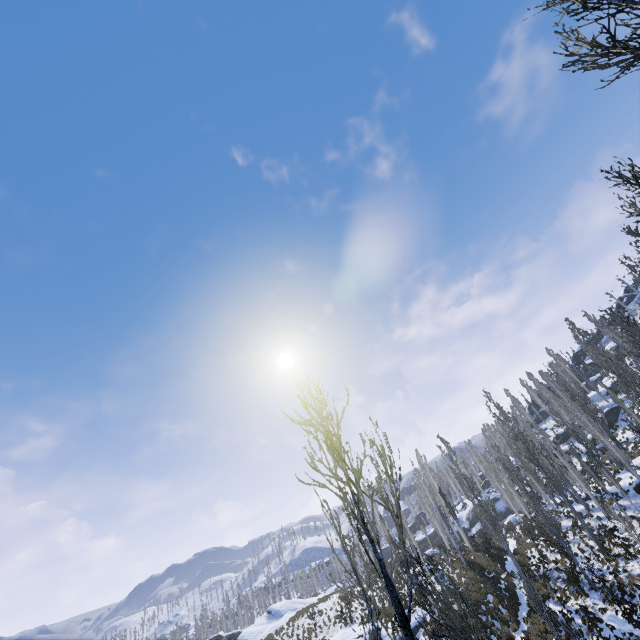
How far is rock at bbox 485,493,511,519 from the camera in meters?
48.9

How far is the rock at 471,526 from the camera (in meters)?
51.19

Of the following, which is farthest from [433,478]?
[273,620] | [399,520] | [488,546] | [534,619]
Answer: [273,620]

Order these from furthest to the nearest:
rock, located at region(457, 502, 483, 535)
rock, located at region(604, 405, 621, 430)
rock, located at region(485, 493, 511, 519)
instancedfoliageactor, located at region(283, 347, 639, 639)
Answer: rock, located at region(457, 502, 483, 535), rock, located at region(485, 493, 511, 519), rock, located at region(604, 405, 621, 430), instancedfoliageactor, located at region(283, 347, 639, 639)

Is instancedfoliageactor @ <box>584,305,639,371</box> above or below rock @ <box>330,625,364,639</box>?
above

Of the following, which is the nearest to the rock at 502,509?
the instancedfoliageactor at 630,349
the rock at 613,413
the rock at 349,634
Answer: the instancedfoliageactor at 630,349

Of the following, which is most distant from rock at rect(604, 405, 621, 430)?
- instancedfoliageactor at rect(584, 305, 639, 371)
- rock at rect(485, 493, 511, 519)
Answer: rock at rect(485, 493, 511, 519)

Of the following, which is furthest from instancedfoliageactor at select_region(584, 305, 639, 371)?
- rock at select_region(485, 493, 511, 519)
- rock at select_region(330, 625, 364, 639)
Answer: rock at select_region(330, 625, 364, 639)
